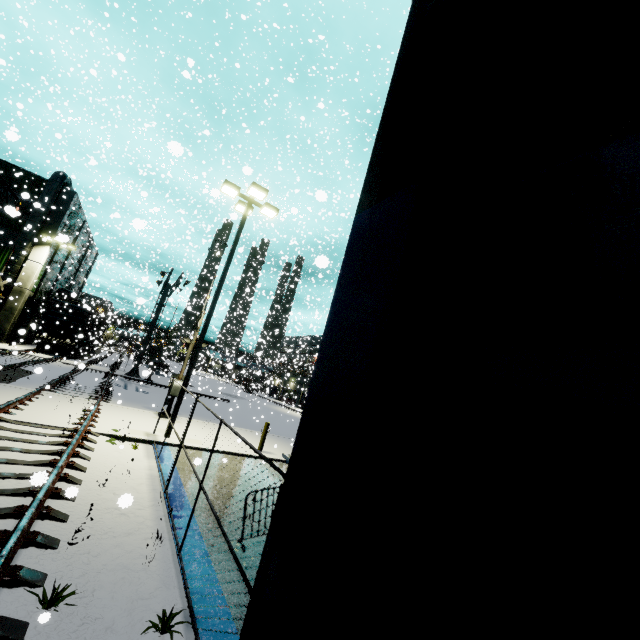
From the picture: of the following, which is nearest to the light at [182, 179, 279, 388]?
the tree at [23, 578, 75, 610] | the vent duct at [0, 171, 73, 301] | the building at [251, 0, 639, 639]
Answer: the building at [251, 0, 639, 639]

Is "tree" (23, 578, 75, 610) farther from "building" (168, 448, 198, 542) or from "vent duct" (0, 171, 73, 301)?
"vent duct" (0, 171, 73, 301)

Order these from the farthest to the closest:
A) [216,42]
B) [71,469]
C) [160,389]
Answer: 1. [160,389]
2. [216,42]
3. [71,469]

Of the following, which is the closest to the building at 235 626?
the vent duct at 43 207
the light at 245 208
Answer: the vent duct at 43 207

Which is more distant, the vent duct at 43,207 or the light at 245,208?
the vent duct at 43,207

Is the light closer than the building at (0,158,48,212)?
Yes

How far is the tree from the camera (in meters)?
3.32

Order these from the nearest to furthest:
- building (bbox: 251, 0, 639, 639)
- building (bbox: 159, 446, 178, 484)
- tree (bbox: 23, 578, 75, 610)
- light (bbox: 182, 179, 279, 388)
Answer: building (bbox: 251, 0, 639, 639)
tree (bbox: 23, 578, 75, 610)
building (bbox: 159, 446, 178, 484)
light (bbox: 182, 179, 279, 388)
